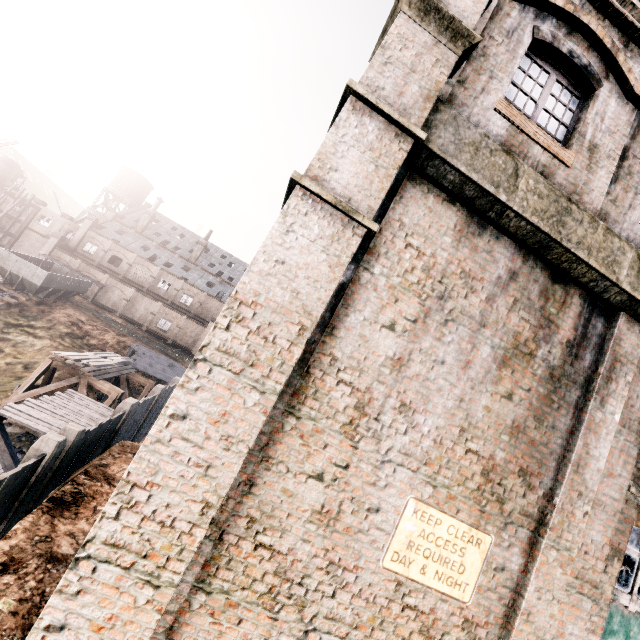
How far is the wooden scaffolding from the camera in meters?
27.9 m

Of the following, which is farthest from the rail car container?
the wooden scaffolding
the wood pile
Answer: the wood pile

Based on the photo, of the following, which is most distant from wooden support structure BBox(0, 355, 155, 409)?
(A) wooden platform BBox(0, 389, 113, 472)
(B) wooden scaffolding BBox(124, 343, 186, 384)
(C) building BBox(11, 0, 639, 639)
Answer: (C) building BBox(11, 0, 639, 639)

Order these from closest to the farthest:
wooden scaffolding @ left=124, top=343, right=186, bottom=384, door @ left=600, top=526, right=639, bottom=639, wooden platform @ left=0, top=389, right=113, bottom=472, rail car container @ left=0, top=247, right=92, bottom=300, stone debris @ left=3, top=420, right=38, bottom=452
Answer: door @ left=600, top=526, right=639, bottom=639
wooden platform @ left=0, top=389, right=113, bottom=472
stone debris @ left=3, top=420, right=38, bottom=452
wooden scaffolding @ left=124, top=343, right=186, bottom=384
rail car container @ left=0, top=247, right=92, bottom=300

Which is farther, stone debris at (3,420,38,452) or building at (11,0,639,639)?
stone debris at (3,420,38,452)

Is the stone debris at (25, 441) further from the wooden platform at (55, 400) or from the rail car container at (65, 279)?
the rail car container at (65, 279)

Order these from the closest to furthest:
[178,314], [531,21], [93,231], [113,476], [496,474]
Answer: [496,474] → [531,21] → [113,476] → [178,314] → [93,231]

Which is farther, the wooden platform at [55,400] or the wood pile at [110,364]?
the wood pile at [110,364]
